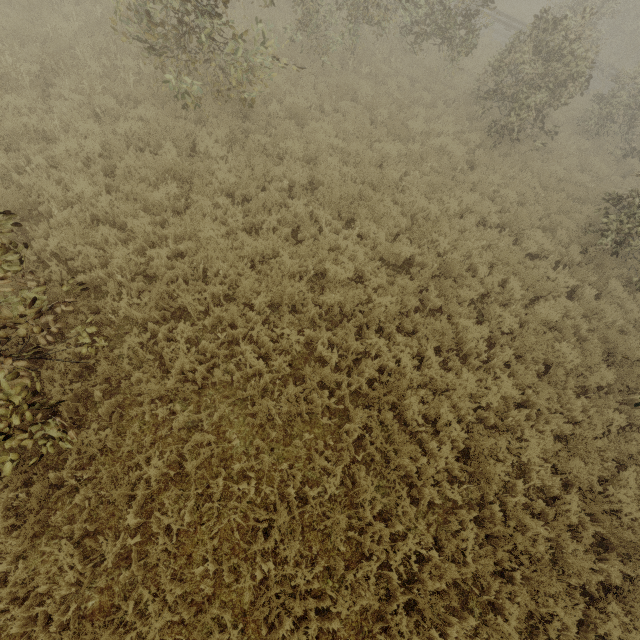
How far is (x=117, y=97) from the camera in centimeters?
848cm
